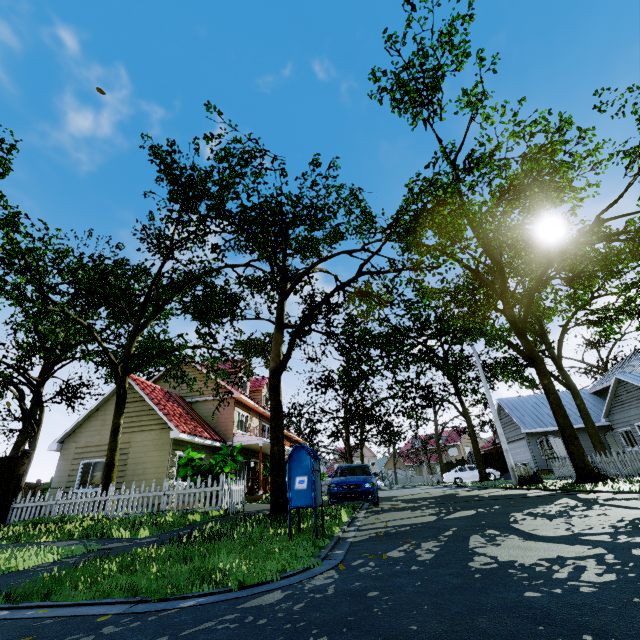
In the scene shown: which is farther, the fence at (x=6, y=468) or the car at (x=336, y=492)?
the fence at (x=6, y=468)

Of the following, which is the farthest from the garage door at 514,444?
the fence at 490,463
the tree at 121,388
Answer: the fence at 490,463

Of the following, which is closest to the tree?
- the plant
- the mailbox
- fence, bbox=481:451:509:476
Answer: fence, bbox=481:451:509:476

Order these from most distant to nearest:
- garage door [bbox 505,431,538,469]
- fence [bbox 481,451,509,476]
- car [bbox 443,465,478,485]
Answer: fence [bbox 481,451,509,476], car [bbox 443,465,478,485], garage door [bbox 505,431,538,469]

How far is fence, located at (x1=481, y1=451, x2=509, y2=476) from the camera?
31.6 meters

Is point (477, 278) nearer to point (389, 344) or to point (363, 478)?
point (389, 344)

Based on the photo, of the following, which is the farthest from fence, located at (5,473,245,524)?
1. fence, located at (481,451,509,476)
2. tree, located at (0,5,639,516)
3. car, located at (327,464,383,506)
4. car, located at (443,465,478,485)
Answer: car, located at (443,465,478,485)

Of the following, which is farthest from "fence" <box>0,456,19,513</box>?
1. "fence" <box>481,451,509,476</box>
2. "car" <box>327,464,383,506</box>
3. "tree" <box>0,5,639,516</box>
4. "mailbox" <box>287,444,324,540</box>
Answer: "mailbox" <box>287,444,324,540</box>
